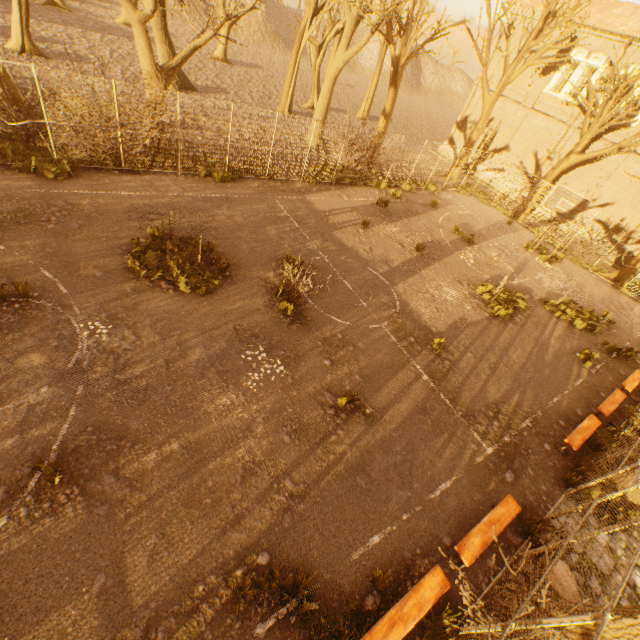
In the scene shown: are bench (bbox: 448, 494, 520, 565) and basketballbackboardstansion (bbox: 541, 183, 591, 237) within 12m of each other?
no

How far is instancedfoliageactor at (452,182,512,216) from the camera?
24.00m

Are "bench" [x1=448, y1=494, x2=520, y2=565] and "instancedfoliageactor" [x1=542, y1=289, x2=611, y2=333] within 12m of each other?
yes

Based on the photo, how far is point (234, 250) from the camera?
10.9m

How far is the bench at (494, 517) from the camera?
5.8m

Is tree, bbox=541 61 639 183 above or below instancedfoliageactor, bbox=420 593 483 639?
above

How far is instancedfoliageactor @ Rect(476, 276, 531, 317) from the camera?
12.90m

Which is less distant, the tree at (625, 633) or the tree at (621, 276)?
the tree at (625, 633)
